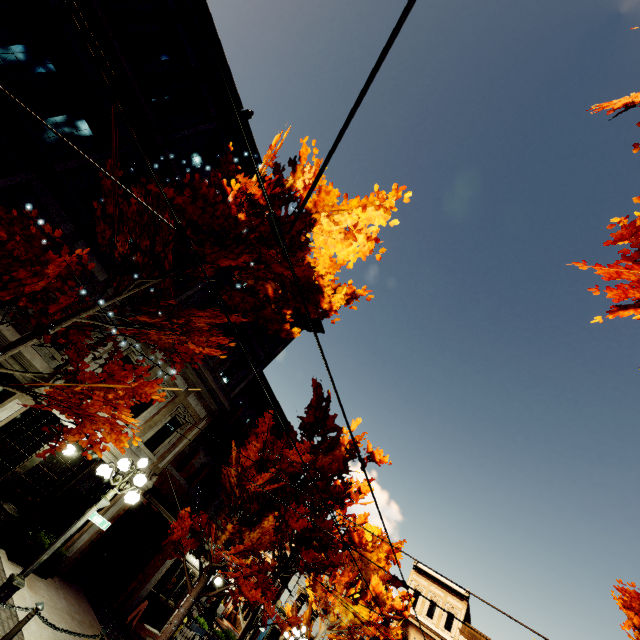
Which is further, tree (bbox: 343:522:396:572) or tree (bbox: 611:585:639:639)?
tree (bbox: 343:522:396:572)

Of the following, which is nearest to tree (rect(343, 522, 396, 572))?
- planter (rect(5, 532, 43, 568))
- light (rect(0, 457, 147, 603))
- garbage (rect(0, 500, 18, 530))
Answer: light (rect(0, 457, 147, 603))

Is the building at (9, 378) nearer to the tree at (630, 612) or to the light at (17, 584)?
the tree at (630, 612)

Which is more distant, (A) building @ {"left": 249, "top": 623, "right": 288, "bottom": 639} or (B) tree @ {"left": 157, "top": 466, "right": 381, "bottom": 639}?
(A) building @ {"left": 249, "top": 623, "right": 288, "bottom": 639}

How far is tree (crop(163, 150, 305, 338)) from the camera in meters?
6.8 m

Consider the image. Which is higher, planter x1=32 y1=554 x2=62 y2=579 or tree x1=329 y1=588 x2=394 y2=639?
tree x1=329 y1=588 x2=394 y2=639

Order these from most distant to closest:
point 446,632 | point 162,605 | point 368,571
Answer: point 446,632
point 368,571
point 162,605

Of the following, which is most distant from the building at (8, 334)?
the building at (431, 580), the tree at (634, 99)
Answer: the building at (431, 580)
